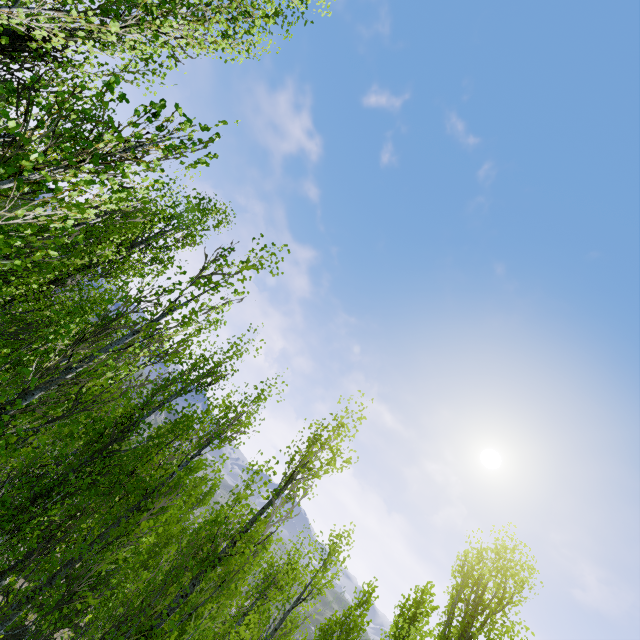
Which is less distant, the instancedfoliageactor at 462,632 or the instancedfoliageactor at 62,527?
the instancedfoliageactor at 62,527

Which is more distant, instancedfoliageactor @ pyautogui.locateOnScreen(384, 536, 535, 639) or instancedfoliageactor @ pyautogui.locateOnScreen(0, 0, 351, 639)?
instancedfoliageactor @ pyautogui.locateOnScreen(384, 536, 535, 639)

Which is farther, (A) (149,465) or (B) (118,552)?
(A) (149,465)
